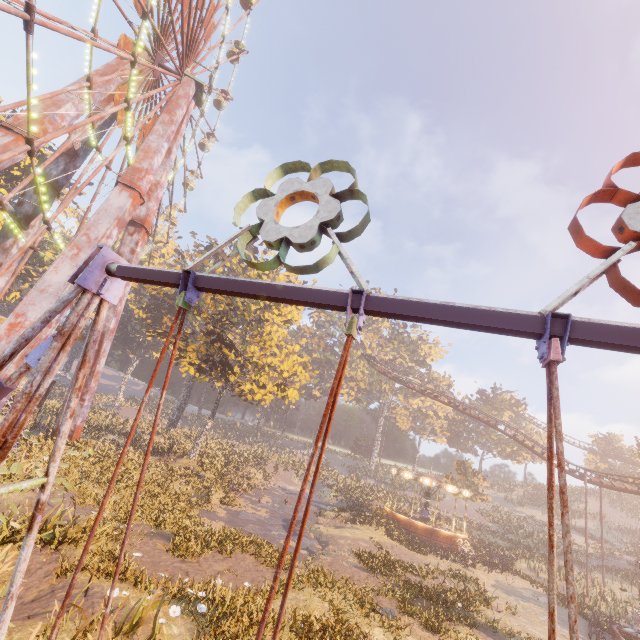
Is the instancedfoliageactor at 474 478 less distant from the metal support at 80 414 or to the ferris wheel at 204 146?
the ferris wheel at 204 146

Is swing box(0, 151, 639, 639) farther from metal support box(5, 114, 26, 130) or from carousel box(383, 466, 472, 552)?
carousel box(383, 466, 472, 552)

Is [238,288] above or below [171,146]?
below

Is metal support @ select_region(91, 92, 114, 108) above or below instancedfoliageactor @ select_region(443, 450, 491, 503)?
above

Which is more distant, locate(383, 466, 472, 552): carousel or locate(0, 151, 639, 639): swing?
locate(383, 466, 472, 552): carousel

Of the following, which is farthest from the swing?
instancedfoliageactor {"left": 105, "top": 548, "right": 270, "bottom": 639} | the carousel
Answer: the carousel

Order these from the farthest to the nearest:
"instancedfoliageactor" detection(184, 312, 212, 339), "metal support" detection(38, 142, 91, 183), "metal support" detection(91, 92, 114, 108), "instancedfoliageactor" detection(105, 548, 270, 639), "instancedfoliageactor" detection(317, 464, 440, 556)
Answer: "instancedfoliageactor" detection(184, 312, 212, 339) < "instancedfoliageactor" detection(317, 464, 440, 556) < "metal support" detection(38, 142, 91, 183) < "metal support" detection(91, 92, 114, 108) < "instancedfoliageactor" detection(105, 548, 270, 639)

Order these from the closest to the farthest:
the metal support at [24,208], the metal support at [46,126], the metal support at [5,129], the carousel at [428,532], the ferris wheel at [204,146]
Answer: the metal support at [5,129] < the metal support at [46,126] < the metal support at [24,208] < the carousel at [428,532] < the ferris wheel at [204,146]
